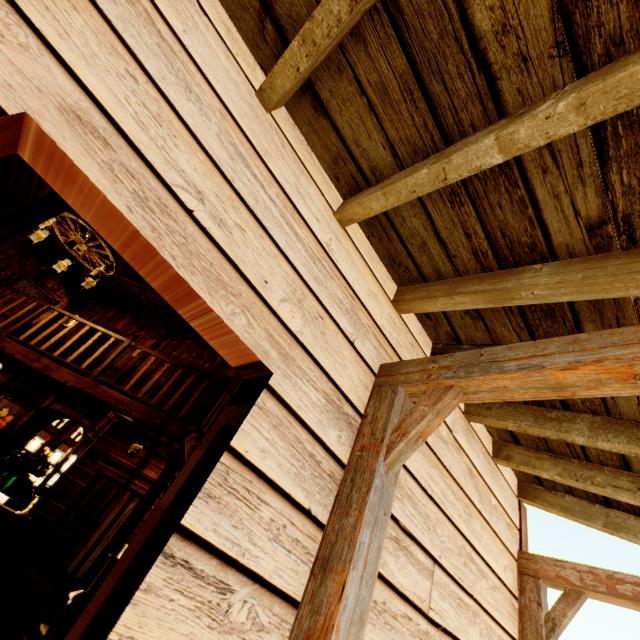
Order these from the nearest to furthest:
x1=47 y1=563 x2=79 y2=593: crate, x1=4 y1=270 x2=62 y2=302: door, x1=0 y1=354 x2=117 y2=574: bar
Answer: x1=0 y1=354 x2=117 y2=574: bar → x1=47 y1=563 x2=79 y2=593: crate → x1=4 y1=270 x2=62 y2=302: door

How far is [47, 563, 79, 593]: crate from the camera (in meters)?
8.06

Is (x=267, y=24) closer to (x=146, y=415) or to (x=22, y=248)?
(x=146, y=415)

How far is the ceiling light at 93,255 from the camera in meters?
5.6

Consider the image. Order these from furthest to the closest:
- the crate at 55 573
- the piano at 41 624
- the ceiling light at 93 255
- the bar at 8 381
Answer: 1. the crate at 55 573
2. the ceiling light at 93 255
3. the bar at 8 381
4. the piano at 41 624

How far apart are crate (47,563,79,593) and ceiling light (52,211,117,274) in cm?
790

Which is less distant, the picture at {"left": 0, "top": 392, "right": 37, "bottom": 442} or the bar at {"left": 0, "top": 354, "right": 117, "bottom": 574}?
the bar at {"left": 0, "top": 354, "right": 117, "bottom": 574}

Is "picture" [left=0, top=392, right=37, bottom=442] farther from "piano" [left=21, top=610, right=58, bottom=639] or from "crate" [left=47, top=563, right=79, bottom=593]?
"crate" [left=47, top=563, right=79, bottom=593]
